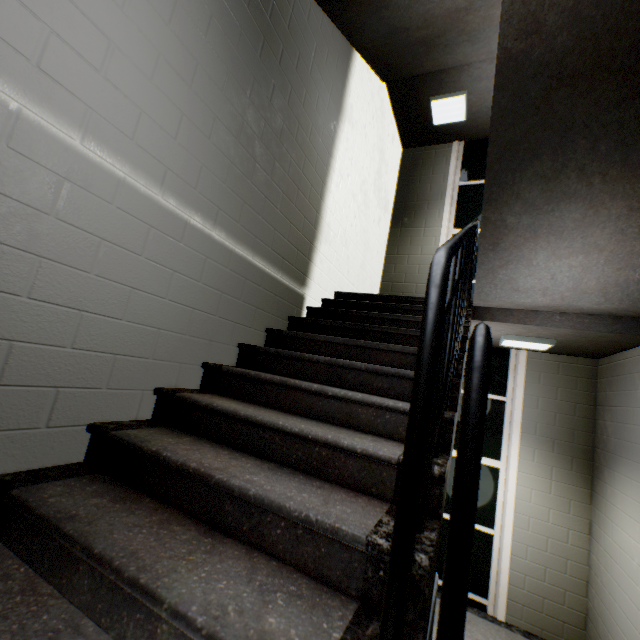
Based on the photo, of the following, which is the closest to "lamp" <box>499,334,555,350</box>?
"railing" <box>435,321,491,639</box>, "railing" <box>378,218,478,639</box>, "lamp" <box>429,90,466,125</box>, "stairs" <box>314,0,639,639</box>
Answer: "stairs" <box>314,0,639,639</box>

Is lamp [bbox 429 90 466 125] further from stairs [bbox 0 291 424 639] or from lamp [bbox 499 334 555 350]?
lamp [bbox 499 334 555 350]

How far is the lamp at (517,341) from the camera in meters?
3.5 m

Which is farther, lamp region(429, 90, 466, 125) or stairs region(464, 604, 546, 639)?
lamp region(429, 90, 466, 125)

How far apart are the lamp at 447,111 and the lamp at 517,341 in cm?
353

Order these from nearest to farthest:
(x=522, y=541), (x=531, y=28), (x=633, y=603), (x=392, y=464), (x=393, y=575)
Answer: (x=393, y=575) → (x=392, y=464) → (x=531, y=28) → (x=633, y=603) → (x=522, y=541)

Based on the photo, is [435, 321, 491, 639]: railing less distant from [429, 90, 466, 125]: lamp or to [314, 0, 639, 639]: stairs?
[314, 0, 639, 639]: stairs
